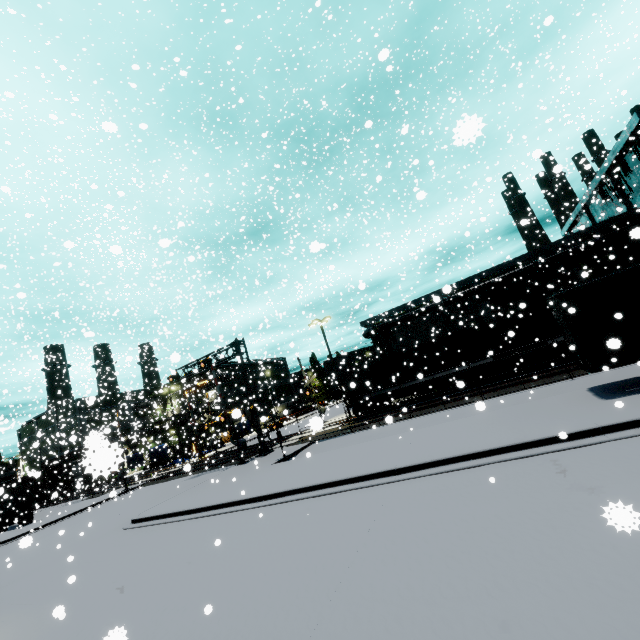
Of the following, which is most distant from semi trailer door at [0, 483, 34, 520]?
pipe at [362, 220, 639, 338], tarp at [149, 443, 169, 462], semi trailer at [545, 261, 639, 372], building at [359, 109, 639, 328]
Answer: pipe at [362, 220, 639, 338]

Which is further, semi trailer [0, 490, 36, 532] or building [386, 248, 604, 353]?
building [386, 248, 604, 353]

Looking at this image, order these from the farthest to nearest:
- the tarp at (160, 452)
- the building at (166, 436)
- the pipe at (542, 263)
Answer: the tarp at (160, 452)
the building at (166, 436)
the pipe at (542, 263)

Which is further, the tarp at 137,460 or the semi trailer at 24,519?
the tarp at 137,460

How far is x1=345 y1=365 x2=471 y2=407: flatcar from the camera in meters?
22.8

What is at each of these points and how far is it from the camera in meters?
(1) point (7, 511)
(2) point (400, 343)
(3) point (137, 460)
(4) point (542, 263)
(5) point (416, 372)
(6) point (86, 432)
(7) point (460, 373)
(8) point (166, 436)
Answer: (1) semi trailer door, 31.6
(2) building, 43.0
(3) tarp, 46.1
(4) pipe, 34.4
(5) cargo container, 24.5
(6) building, 54.6
(7) flatcar, 22.9
(8) building, 56.1

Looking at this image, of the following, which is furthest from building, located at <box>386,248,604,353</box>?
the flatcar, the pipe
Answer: the flatcar

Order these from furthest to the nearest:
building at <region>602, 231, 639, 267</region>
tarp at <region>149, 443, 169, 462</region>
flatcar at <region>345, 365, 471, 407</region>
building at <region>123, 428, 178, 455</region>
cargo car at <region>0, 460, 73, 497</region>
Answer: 1. tarp at <region>149, 443, 169, 462</region>
2. cargo car at <region>0, 460, 73, 497</region>
3. building at <region>123, 428, 178, 455</region>
4. building at <region>602, 231, 639, 267</region>
5. flatcar at <region>345, 365, 471, 407</region>
